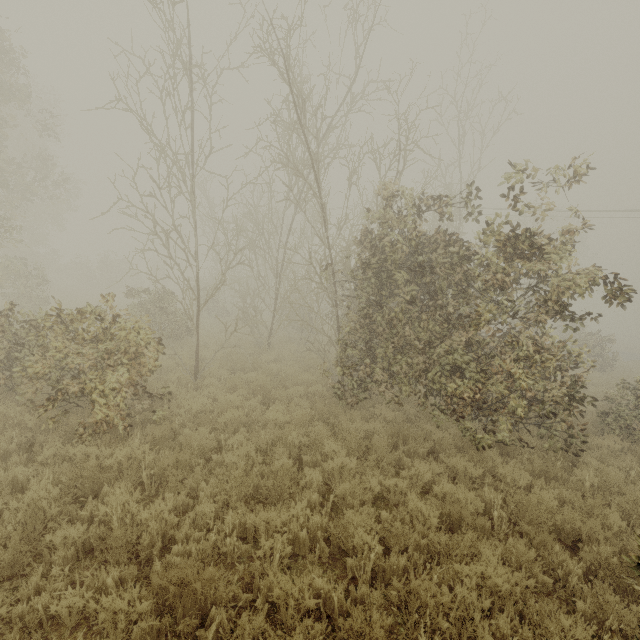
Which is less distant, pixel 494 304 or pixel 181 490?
pixel 181 490
